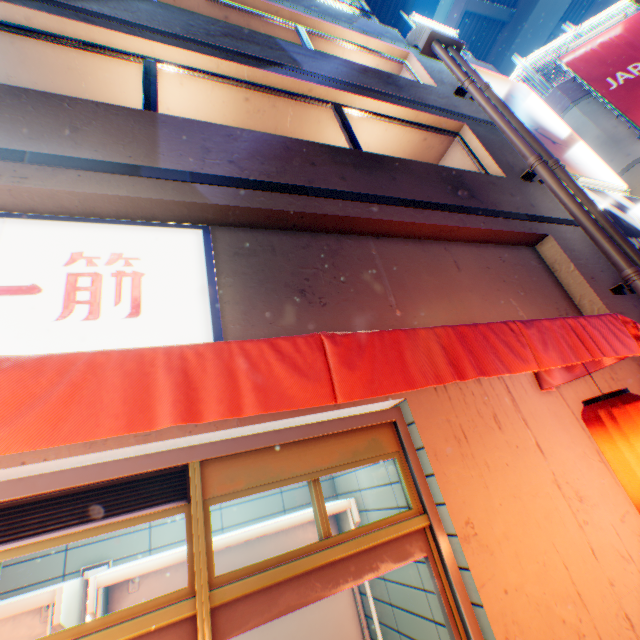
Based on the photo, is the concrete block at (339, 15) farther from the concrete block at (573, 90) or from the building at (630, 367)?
the concrete block at (573, 90)

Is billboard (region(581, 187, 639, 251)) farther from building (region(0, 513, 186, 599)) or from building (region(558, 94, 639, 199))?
building (region(558, 94, 639, 199))

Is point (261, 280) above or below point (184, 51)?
below

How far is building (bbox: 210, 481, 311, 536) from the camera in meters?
3.4

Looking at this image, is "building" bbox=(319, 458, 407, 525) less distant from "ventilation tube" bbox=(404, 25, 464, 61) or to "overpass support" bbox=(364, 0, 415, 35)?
"ventilation tube" bbox=(404, 25, 464, 61)

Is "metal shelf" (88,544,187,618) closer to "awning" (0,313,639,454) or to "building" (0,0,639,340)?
"building" (0,0,639,340)

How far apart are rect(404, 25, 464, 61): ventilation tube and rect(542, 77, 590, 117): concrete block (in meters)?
Result: 5.42

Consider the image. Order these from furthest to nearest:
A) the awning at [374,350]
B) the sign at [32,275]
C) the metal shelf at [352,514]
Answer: the metal shelf at [352,514] → the sign at [32,275] → the awning at [374,350]
